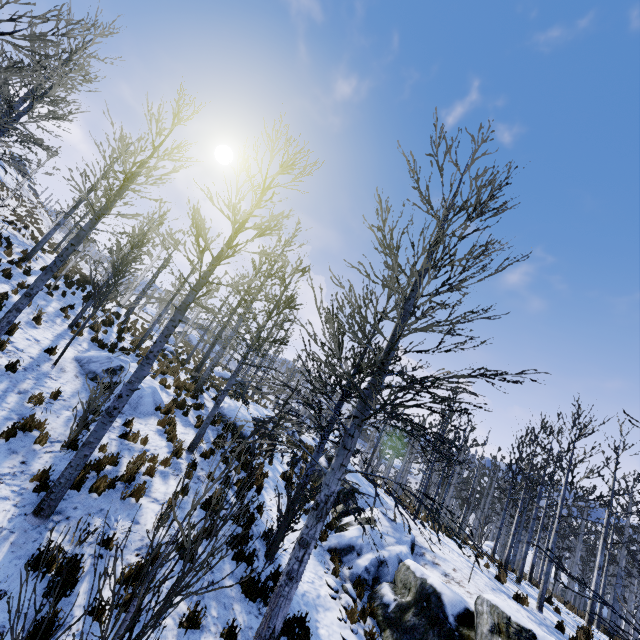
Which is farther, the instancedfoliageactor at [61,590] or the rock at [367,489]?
the rock at [367,489]

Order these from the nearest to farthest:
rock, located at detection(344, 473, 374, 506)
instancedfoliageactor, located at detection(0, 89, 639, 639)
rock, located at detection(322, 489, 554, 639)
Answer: instancedfoliageactor, located at detection(0, 89, 639, 639), rock, located at detection(322, 489, 554, 639), rock, located at detection(344, 473, 374, 506)

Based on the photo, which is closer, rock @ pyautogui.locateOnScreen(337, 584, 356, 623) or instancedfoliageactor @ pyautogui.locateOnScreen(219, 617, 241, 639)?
instancedfoliageactor @ pyautogui.locateOnScreen(219, 617, 241, 639)

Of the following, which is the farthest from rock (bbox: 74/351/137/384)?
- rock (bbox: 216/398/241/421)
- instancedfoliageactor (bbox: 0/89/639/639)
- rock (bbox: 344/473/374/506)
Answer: instancedfoliageactor (bbox: 0/89/639/639)

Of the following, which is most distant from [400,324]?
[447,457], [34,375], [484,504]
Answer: [484,504]

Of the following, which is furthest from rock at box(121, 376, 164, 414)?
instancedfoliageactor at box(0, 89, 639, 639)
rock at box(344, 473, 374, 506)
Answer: instancedfoliageactor at box(0, 89, 639, 639)

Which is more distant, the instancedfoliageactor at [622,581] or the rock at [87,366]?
the rock at [87,366]

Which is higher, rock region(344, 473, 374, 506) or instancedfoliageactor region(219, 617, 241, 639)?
rock region(344, 473, 374, 506)
